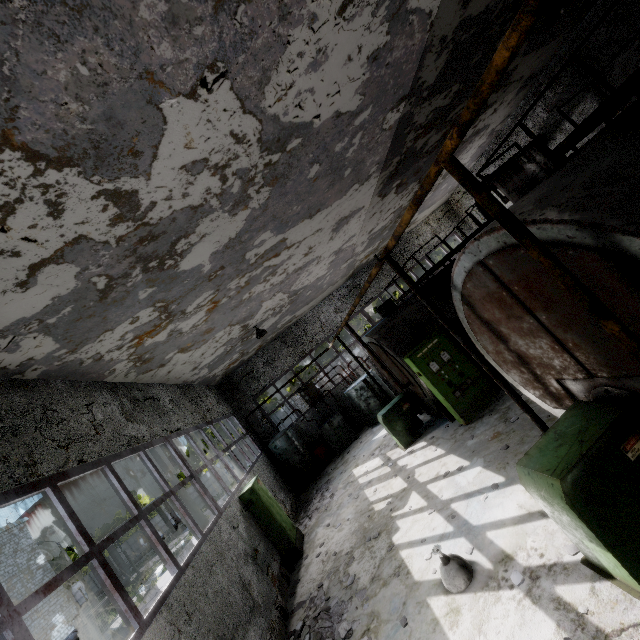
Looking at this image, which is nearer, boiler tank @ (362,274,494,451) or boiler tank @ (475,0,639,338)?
boiler tank @ (475,0,639,338)

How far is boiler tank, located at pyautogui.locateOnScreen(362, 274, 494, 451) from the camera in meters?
10.0

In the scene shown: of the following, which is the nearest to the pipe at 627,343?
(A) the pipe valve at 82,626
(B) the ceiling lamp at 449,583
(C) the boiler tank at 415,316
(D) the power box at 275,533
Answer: (A) the pipe valve at 82,626

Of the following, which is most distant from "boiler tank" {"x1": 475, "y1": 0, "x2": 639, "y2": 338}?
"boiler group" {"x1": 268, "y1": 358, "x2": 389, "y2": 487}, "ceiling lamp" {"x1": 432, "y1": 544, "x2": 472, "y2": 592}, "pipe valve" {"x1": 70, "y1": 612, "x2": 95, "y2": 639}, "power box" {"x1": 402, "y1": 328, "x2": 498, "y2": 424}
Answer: "pipe valve" {"x1": 70, "y1": 612, "x2": 95, "y2": 639}

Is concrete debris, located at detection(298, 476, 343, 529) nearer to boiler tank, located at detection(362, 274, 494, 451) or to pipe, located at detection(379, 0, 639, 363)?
boiler tank, located at detection(362, 274, 494, 451)

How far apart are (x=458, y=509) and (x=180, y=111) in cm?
779

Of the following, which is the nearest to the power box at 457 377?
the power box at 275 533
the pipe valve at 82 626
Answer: the power box at 275 533

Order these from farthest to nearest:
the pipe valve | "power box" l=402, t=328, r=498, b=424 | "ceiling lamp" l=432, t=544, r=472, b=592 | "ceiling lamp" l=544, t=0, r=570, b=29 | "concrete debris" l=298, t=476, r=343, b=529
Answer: the pipe valve → "concrete debris" l=298, t=476, r=343, b=529 → "power box" l=402, t=328, r=498, b=424 → "ceiling lamp" l=544, t=0, r=570, b=29 → "ceiling lamp" l=432, t=544, r=472, b=592
